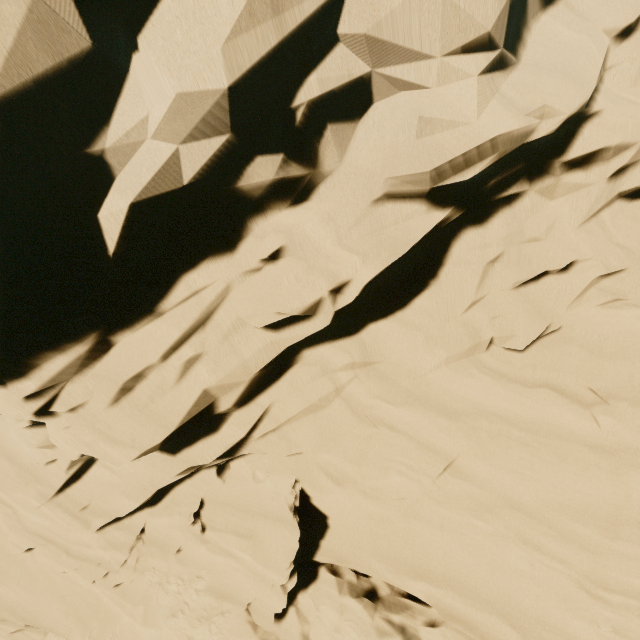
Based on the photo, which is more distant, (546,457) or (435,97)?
(546,457)
